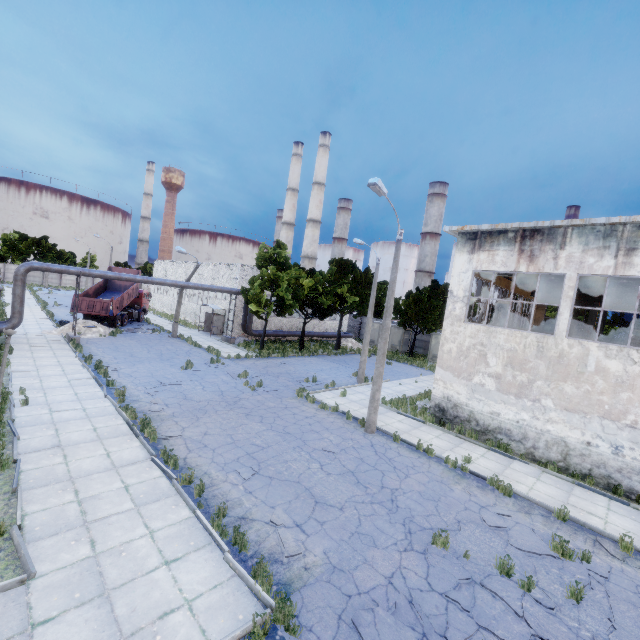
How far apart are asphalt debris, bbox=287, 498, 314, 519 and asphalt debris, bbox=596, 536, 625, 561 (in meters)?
7.80

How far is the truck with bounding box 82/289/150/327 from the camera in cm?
2961

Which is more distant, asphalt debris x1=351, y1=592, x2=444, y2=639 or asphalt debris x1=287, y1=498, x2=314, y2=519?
asphalt debris x1=287, y1=498, x2=314, y2=519

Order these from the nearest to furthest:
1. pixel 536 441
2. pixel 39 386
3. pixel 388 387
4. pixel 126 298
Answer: pixel 536 441
pixel 39 386
pixel 388 387
pixel 126 298

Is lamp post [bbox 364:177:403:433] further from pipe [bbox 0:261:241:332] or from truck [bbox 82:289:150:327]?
truck [bbox 82:289:150:327]

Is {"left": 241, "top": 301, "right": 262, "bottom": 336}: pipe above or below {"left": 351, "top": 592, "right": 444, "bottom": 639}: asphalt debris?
above

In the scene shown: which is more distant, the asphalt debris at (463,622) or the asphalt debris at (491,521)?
the asphalt debris at (491,521)

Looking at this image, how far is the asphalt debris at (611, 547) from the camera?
8.36m
